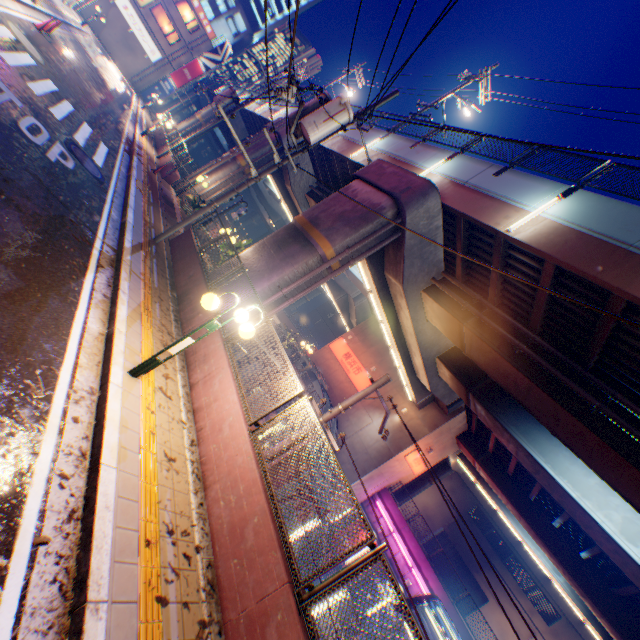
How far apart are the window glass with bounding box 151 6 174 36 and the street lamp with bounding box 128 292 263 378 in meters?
53.0

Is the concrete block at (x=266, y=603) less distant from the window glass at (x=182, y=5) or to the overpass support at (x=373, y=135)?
the overpass support at (x=373, y=135)

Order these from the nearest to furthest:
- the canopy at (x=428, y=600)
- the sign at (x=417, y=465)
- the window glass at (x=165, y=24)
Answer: the canopy at (x=428, y=600) → the sign at (x=417, y=465) → the window glass at (x=165, y=24)

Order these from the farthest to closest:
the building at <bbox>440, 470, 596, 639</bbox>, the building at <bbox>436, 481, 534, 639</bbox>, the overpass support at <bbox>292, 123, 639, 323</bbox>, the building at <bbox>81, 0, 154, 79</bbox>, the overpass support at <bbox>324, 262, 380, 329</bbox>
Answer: the building at <bbox>81, 0, 154, 79</bbox> < the building at <bbox>436, 481, 534, 639</bbox> < the building at <bbox>440, 470, 596, 639</bbox> < the overpass support at <bbox>324, 262, 380, 329</bbox> < the overpass support at <bbox>292, 123, 639, 323</bbox>

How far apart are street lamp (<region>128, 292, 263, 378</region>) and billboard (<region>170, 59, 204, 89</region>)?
52.55m

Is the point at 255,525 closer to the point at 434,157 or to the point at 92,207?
the point at 92,207

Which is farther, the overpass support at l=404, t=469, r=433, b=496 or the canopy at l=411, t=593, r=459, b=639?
the overpass support at l=404, t=469, r=433, b=496

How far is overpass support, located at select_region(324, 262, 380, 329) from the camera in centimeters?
2453cm
